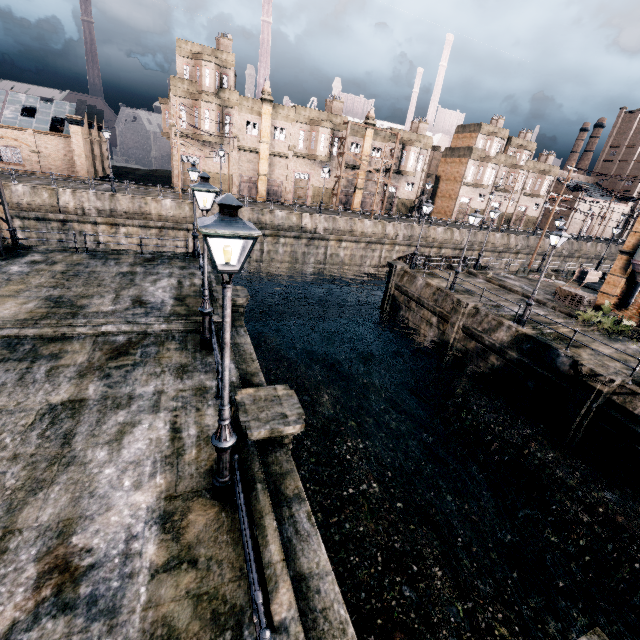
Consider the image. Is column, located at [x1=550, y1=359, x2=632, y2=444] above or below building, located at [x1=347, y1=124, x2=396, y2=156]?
below

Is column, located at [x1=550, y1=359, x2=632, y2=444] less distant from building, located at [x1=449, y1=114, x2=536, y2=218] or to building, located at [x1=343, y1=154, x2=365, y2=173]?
building, located at [x1=343, y1=154, x2=365, y2=173]

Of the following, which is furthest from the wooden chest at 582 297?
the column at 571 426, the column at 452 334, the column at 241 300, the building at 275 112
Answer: the building at 275 112

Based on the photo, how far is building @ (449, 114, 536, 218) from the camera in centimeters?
5550cm

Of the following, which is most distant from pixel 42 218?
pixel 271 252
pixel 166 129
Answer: pixel 166 129

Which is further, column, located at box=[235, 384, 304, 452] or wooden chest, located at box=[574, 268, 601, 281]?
wooden chest, located at box=[574, 268, 601, 281]

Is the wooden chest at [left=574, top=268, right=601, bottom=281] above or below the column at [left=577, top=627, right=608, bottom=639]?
below

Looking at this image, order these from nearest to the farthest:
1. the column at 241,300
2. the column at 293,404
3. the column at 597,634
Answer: the column at 597,634, the column at 293,404, the column at 241,300
